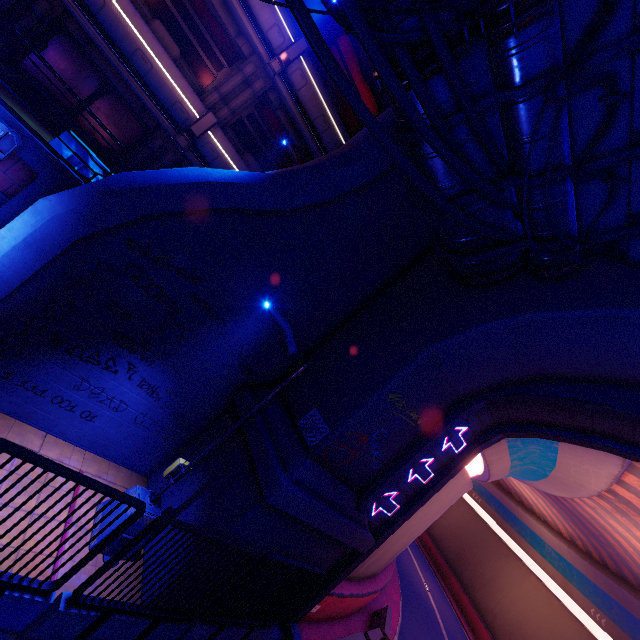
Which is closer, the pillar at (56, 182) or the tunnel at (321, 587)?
the pillar at (56, 182)

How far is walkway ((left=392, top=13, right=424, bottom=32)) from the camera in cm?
480

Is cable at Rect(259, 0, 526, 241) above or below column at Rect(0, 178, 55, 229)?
above

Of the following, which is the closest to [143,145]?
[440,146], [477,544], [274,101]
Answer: [274,101]

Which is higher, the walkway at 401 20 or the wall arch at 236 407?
the walkway at 401 20

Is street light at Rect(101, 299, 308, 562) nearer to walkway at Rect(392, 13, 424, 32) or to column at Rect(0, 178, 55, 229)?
walkway at Rect(392, 13, 424, 32)

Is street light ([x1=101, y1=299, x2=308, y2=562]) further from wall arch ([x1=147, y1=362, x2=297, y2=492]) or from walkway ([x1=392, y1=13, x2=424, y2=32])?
walkway ([x1=392, y1=13, x2=424, y2=32])

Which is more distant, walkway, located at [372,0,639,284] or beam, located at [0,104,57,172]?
beam, located at [0,104,57,172]
